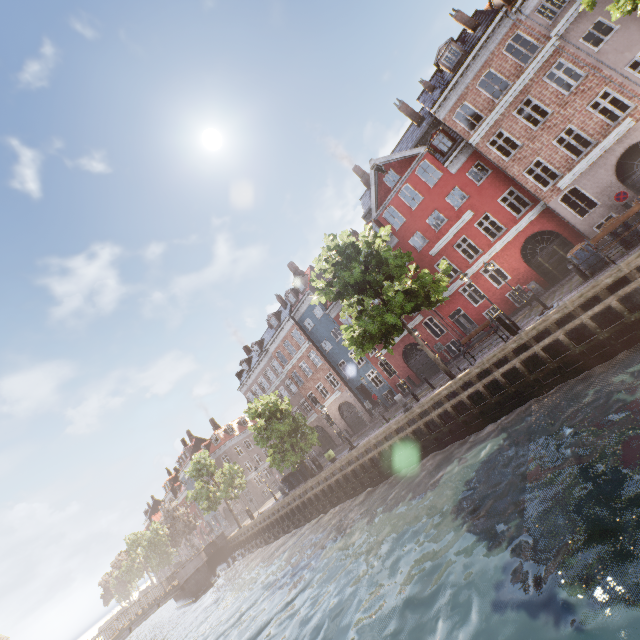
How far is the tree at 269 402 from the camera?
25.00m

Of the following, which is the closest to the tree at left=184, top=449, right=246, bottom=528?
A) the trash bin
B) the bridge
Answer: the bridge

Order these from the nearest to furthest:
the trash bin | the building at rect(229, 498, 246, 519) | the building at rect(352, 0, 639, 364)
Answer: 1. the trash bin
2. the building at rect(352, 0, 639, 364)
3. the building at rect(229, 498, 246, 519)

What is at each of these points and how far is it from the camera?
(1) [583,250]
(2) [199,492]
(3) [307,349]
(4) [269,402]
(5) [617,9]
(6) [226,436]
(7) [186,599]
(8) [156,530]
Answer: (1) trash bin, 13.75m
(2) tree, 34.22m
(3) building, 34.59m
(4) tree, 25.86m
(5) tree, 9.91m
(6) building, 54.66m
(7) bridge, 33.25m
(8) tree, 54.88m

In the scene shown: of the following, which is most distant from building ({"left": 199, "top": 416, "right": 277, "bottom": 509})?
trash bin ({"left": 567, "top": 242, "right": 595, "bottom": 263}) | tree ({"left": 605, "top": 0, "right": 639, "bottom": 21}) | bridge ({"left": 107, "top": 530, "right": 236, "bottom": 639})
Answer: bridge ({"left": 107, "top": 530, "right": 236, "bottom": 639})

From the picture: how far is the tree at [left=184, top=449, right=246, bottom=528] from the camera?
34.53m
